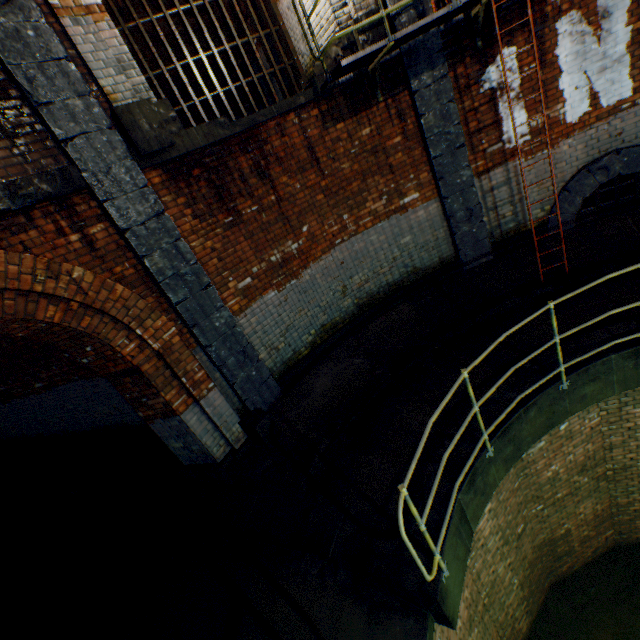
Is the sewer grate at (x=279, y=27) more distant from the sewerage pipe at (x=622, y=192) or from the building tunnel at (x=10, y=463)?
the sewerage pipe at (x=622, y=192)

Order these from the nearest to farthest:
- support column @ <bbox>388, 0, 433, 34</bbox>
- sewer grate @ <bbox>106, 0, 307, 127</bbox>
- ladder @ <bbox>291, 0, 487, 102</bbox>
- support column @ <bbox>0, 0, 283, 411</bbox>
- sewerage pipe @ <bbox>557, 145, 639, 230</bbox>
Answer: support column @ <bbox>0, 0, 283, 411</bbox> < ladder @ <bbox>291, 0, 487, 102</bbox> < support column @ <bbox>388, 0, 433, 34</bbox> < sewerage pipe @ <bbox>557, 145, 639, 230</bbox> < sewer grate @ <bbox>106, 0, 307, 127</bbox>

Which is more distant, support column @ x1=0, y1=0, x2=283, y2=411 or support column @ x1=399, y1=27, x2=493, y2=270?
support column @ x1=399, y1=27, x2=493, y2=270

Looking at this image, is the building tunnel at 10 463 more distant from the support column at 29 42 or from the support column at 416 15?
the support column at 416 15

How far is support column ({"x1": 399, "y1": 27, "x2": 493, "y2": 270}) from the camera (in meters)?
5.48

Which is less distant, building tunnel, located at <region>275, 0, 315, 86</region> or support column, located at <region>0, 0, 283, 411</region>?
support column, located at <region>0, 0, 283, 411</region>

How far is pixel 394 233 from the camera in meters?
6.7

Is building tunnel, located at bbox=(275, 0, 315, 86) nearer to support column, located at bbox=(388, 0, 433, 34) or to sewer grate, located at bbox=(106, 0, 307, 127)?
sewer grate, located at bbox=(106, 0, 307, 127)
